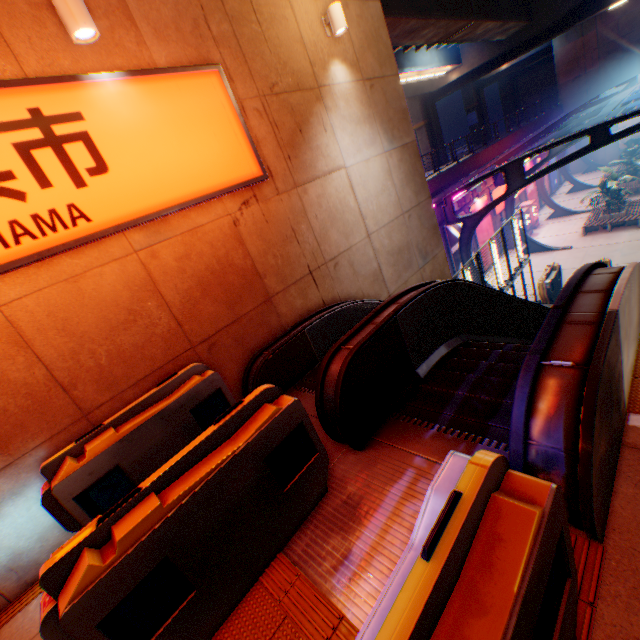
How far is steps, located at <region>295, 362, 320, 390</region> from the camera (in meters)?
5.02

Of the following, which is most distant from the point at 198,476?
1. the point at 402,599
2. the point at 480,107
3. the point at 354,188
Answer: the point at 480,107

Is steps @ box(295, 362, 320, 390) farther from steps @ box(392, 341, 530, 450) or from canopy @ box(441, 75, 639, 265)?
canopy @ box(441, 75, 639, 265)

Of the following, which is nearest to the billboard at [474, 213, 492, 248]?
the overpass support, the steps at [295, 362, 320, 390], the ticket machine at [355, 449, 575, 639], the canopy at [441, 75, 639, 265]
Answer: the canopy at [441, 75, 639, 265]

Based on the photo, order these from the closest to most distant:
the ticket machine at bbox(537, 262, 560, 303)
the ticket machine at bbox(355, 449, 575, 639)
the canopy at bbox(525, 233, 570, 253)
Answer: the ticket machine at bbox(355, 449, 575, 639) < the ticket machine at bbox(537, 262, 560, 303) < the canopy at bbox(525, 233, 570, 253)

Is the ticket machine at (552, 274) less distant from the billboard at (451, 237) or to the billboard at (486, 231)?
the billboard at (451, 237)

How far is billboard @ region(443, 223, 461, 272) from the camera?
17.83m

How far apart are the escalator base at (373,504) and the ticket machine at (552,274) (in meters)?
14.80
